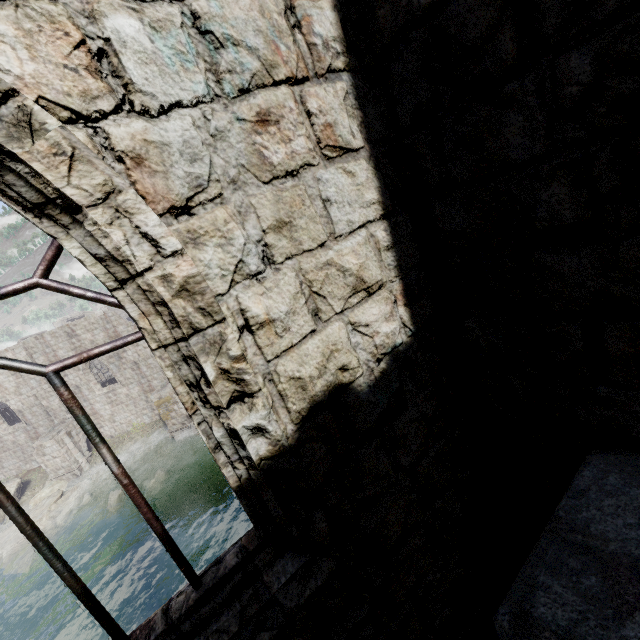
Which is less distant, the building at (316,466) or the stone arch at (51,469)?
the building at (316,466)

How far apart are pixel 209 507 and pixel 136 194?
19.42m

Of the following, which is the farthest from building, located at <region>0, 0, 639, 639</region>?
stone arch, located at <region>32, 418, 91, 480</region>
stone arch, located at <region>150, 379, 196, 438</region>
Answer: stone arch, located at <region>32, 418, 91, 480</region>

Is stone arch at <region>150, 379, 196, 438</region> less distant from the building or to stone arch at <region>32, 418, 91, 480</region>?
the building

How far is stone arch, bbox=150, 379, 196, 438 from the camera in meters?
22.8

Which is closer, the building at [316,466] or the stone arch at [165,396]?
the building at [316,466]

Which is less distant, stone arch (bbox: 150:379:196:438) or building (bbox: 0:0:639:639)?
building (bbox: 0:0:639:639)

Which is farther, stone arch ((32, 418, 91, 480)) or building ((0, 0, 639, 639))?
stone arch ((32, 418, 91, 480))
